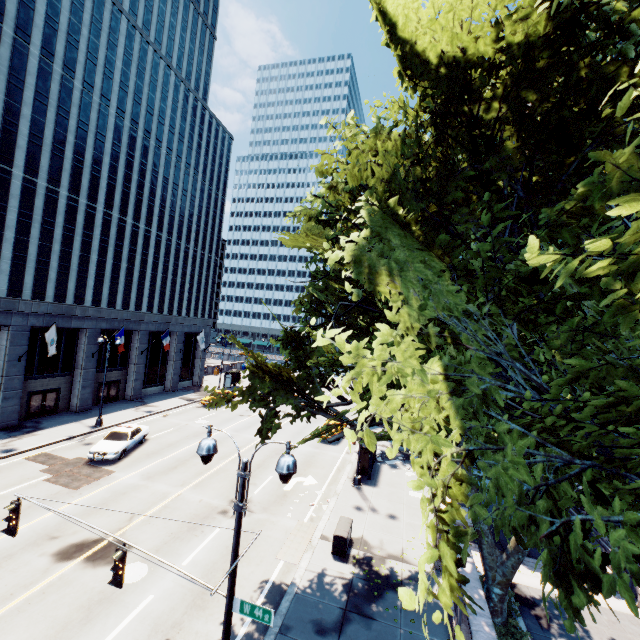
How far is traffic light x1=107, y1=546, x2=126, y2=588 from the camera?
7.23m

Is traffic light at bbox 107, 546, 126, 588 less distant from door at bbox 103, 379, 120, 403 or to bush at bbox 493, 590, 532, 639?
bush at bbox 493, 590, 532, 639

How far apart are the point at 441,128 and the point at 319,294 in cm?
874

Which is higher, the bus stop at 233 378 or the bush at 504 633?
the bus stop at 233 378

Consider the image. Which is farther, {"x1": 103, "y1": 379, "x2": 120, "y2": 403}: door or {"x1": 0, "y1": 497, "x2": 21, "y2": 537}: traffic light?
{"x1": 103, "y1": 379, "x2": 120, "y2": 403}: door

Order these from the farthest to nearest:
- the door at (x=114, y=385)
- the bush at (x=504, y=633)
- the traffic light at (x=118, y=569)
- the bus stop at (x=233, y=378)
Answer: the bus stop at (x=233, y=378) < the door at (x=114, y=385) < the bush at (x=504, y=633) < the traffic light at (x=118, y=569)

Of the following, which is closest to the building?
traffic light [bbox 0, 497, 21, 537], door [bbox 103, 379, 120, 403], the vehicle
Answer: door [bbox 103, 379, 120, 403]

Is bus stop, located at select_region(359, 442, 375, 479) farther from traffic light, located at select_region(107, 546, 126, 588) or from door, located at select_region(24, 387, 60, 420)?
door, located at select_region(24, 387, 60, 420)
